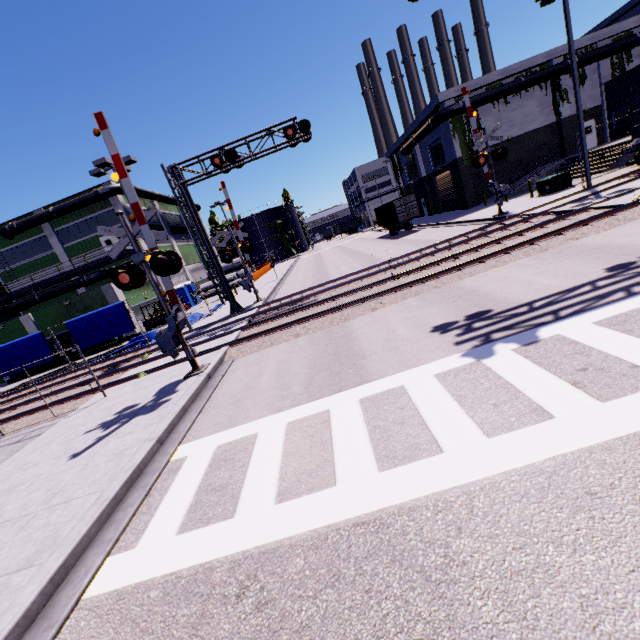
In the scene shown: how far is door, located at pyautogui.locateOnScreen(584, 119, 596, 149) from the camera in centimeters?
3028cm

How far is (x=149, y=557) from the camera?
4.00m

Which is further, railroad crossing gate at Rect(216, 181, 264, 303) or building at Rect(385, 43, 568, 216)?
building at Rect(385, 43, 568, 216)

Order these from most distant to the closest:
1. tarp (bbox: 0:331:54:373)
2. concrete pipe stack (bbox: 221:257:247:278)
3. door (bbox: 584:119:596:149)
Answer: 1. concrete pipe stack (bbox: 221:257:247:278)
2. door (bbox: 584:119:596:149)
3. tarp (bbox: 0:331:54:373)

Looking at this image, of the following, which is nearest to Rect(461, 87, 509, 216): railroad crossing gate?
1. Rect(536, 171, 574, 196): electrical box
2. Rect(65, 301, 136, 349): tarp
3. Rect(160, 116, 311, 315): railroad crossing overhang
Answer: Rect(160, 116, 311, 315): railroad crossing overhang

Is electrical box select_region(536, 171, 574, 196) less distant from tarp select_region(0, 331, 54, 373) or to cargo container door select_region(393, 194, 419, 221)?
cargo container door select_region(393, 194, 419, 221)

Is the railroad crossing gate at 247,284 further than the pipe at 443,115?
No

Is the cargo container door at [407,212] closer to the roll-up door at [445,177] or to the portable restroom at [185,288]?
the roll-up door at [445,177]
